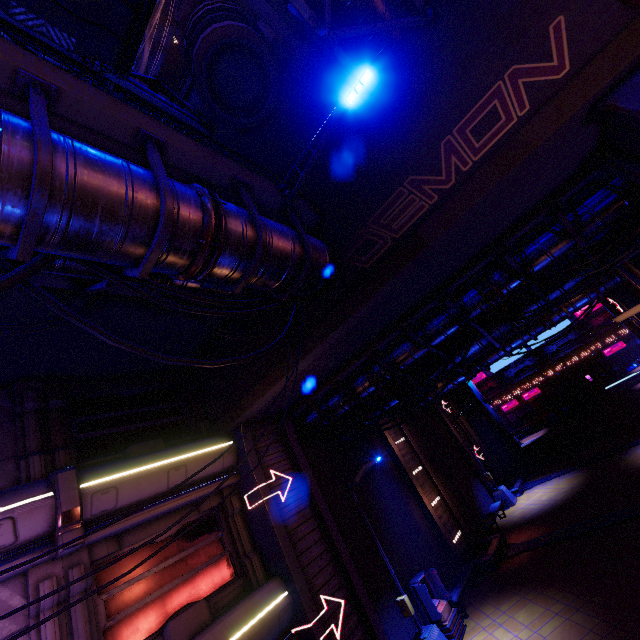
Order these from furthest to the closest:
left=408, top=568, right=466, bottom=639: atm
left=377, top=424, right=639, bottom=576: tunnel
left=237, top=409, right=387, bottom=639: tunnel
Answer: left=377, top=424, right=639, bottom=576: tunnel, left=408, top=568, right=466, bottom=639: atm, left=237, top=409, right=387, bottom=639: tunnel

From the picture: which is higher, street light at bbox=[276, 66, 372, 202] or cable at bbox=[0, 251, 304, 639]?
street light at bbox=[276, 66, 372, 202]

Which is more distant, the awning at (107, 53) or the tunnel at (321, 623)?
the tunnel at (321, 623)

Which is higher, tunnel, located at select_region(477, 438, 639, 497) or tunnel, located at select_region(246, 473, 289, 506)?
tunnel, located at select_region(246, 473, 289, 506)

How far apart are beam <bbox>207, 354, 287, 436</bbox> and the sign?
49.97m

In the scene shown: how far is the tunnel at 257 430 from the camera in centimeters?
1109cm

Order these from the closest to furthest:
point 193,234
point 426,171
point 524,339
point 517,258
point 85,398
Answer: point 193,234 → point 426,171 → point 517,258 → point 85,398 → point 524,339

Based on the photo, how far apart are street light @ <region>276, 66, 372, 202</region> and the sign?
51.93m
